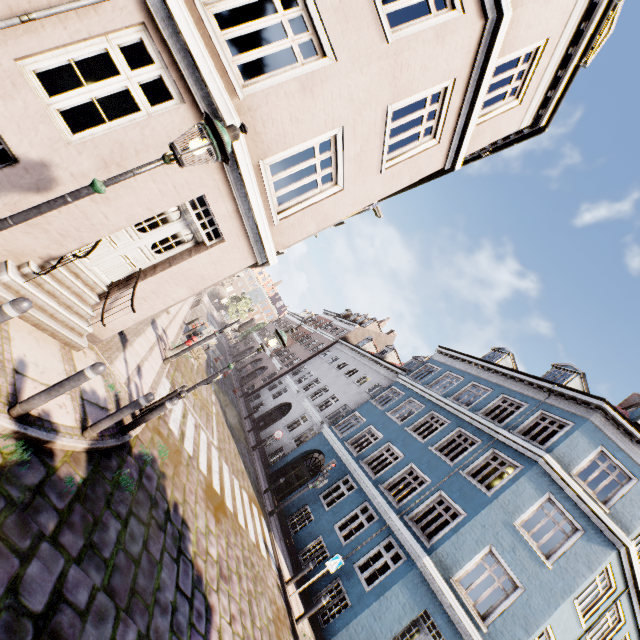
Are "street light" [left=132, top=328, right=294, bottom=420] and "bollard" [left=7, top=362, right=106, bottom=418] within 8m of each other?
yes

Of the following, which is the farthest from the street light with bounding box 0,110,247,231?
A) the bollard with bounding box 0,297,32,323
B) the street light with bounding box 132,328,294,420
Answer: the street light with bounding box 132,328,294,420

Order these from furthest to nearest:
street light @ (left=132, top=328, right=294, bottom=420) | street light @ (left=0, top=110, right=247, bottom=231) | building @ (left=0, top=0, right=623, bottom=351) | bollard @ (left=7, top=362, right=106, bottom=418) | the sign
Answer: the sign
street light @ (left=132, top=328, right=294, bottom=420)
building @ (left=0, top=0, right=623, bottom=351)
bollard @ (left=7, top=362, right=106, bottom=418)
street light @ (left=0, top=110, right=247, bottom=231)

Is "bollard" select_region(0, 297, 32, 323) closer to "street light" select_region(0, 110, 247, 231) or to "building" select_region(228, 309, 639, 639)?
"street light" select_region(0, 110, 247, 231)

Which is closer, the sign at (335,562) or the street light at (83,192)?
the street light at (83,192)

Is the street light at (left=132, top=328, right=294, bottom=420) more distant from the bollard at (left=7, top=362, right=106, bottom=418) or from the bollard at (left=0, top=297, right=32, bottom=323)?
the bollard at (left=0, top=297, right=32, bottom=323)

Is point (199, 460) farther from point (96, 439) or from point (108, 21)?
point (108, 21)

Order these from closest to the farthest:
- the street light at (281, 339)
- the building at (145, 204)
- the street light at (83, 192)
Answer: the street light at (83, 192) < the building at (145, 204) < the street light at (281, 339)
